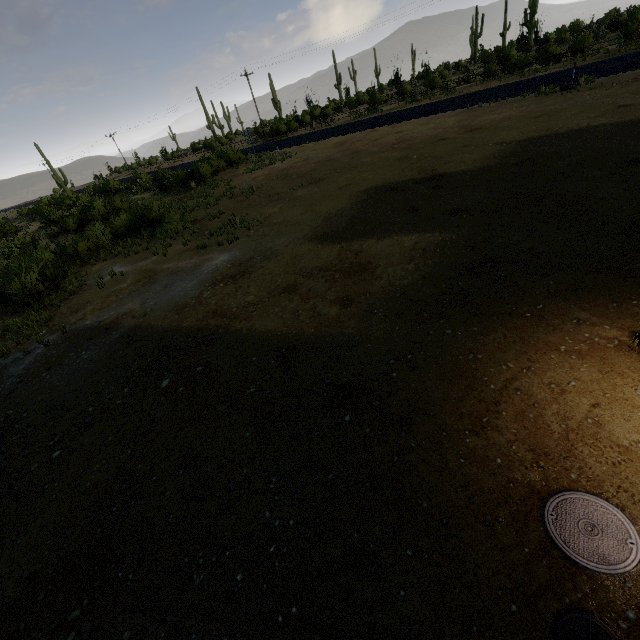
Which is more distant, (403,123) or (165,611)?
(403,123)
